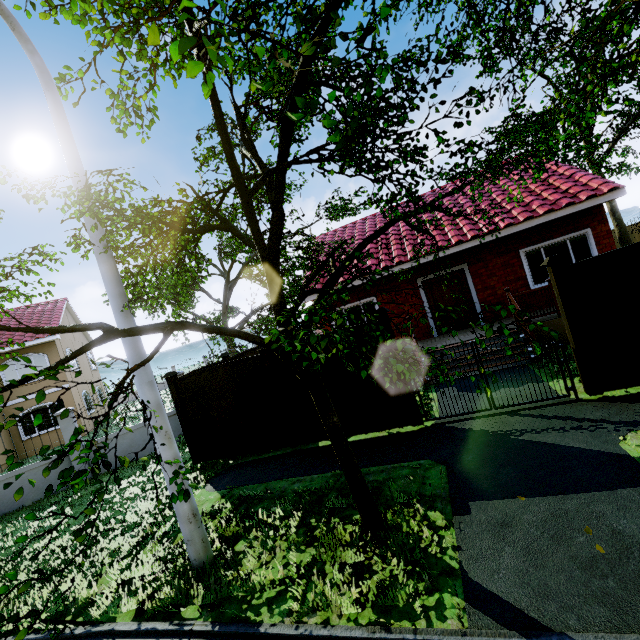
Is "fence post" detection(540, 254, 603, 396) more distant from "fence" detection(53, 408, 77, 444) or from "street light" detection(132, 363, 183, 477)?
"street light" detection(132, 363, 183, 477)

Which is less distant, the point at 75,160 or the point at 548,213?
the point at 75,160

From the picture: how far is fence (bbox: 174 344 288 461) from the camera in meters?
7.9 m

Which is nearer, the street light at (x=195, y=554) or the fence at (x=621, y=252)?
the street light at (x=195, y=554)

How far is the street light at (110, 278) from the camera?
4.47m

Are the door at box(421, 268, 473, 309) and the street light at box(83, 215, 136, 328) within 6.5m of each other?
no

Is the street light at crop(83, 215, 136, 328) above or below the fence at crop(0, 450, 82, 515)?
above

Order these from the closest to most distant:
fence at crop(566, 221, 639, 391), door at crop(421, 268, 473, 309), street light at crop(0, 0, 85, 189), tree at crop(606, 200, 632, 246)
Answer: street light at crop(0, 0, 85, 189) < fence at crop(566, 221, 639, 391) < door at crop(421, 268, 473, 309) < tree at crop(606, 200, 632, 246)
